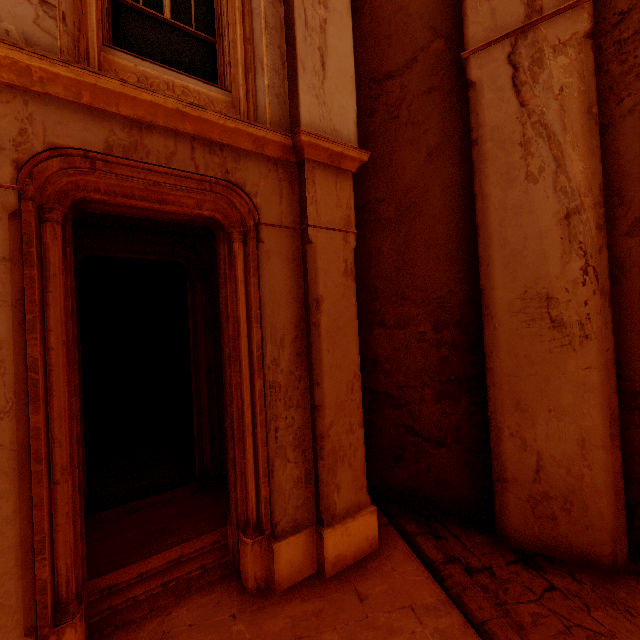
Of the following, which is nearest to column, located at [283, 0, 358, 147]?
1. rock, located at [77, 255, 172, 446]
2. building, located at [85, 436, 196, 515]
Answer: building, located at [85, 436, 196, 515]

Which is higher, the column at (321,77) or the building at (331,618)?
the column at (321,77)

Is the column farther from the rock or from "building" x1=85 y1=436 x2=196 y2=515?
the rock

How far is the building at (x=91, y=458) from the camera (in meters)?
5.25

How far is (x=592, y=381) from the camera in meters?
3.2 m
